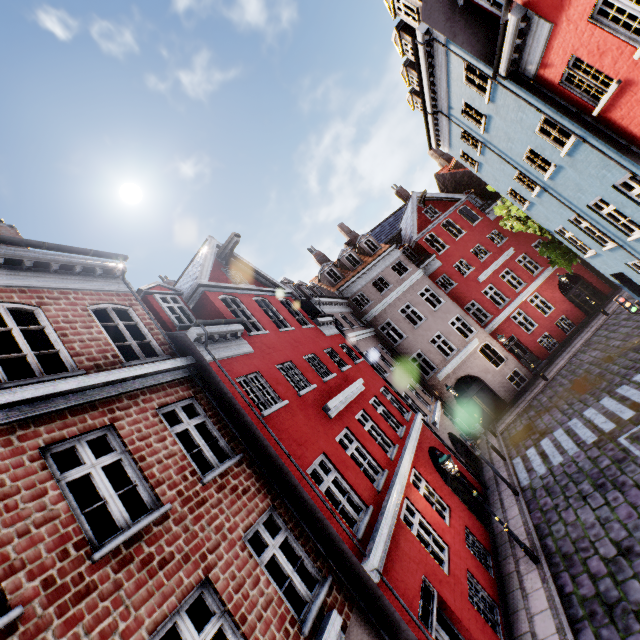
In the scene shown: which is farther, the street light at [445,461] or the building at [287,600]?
the street light at [445,461]

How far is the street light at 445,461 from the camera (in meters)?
9.46

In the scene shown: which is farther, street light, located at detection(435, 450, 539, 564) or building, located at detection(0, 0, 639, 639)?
street light, located at detection(435, 450, 539, 564)

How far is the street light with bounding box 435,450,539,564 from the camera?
9.5m

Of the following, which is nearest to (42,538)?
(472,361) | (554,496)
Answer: (554,496)
